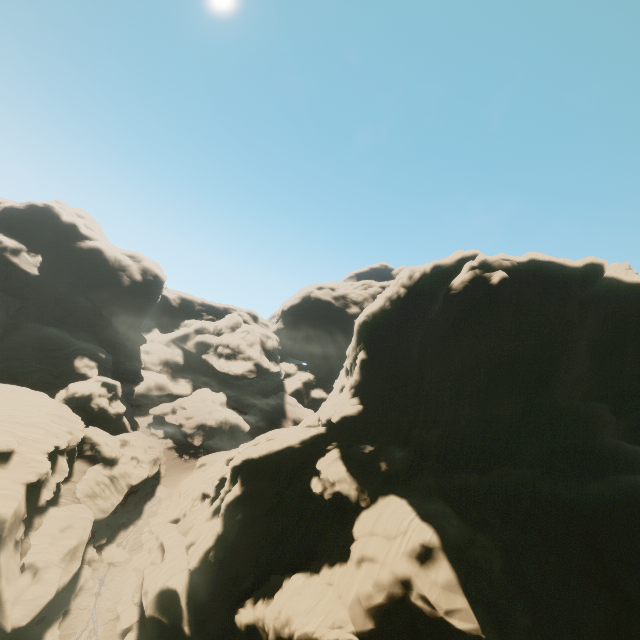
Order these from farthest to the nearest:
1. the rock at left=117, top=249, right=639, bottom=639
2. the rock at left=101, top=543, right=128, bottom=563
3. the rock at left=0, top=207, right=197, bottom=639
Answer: the rock at left=101, top=543, right=128, bottom=563
the rock at left=0, top=207, right=197, bottom=639
the rock at left=117, top=249, right=639, bottom=639

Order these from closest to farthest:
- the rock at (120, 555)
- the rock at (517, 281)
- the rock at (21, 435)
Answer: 1. the rock at (517, 281)
2. the rock at (21, 435)
3. the rock at (120, 555)

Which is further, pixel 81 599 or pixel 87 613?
pixel 81 599

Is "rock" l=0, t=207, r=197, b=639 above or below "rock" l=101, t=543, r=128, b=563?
above

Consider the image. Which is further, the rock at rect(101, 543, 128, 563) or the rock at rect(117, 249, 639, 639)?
the rock at rect(101, 543, 128, 563)

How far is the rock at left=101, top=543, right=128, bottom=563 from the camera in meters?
34.9

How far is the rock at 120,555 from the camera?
34.9m
